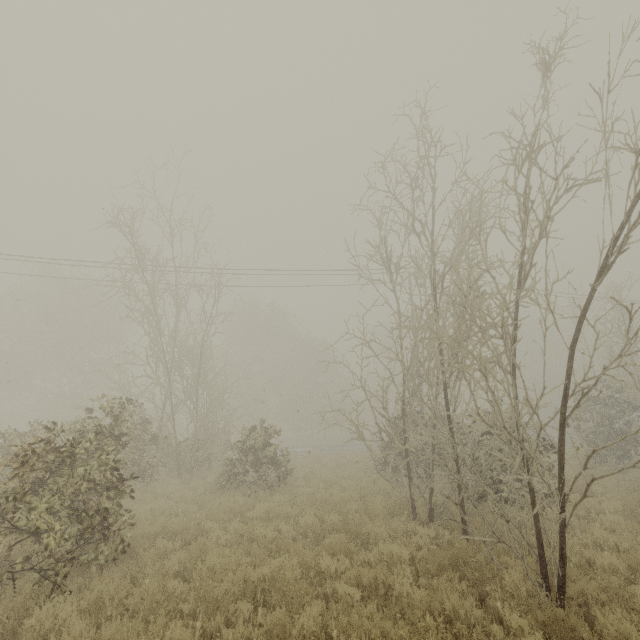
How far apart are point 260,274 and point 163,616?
16.5 meters
